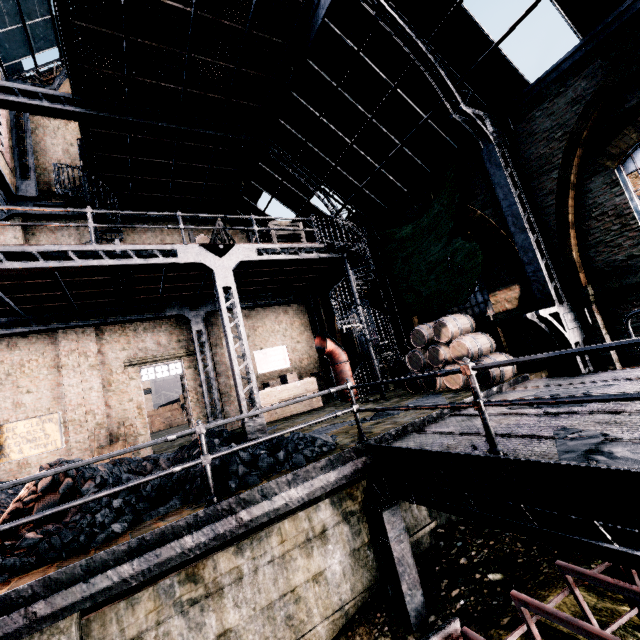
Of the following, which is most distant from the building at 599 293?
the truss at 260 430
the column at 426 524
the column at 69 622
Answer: the column at 69 622

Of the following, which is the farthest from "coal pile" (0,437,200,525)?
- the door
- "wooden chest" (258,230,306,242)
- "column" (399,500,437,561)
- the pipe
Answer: "wooden chest" (258,230,306,242)

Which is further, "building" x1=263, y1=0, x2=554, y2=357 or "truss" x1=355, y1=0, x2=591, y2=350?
"building" x1=263, y1=0, x2=554, y2=357

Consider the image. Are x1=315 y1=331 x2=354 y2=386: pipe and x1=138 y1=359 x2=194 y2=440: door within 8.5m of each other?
yes

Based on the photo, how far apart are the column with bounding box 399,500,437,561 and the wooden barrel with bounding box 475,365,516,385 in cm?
389

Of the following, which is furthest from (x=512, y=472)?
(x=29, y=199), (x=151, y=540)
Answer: (x=29, y=199)

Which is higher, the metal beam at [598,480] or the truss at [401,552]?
the metal beam at [598,480]

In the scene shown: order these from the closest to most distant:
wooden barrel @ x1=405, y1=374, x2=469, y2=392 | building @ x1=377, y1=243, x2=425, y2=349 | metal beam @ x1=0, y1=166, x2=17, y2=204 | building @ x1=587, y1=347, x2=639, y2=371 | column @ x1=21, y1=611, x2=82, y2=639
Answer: column @ x1=21, y1=611, x2=82, y2=639 < building @ x1=587, y1=347, x2=639, y2=371 < wooden barrel @ x1=405, y1=374, x2=469, y2=392 < metal beam @ x1=0, y1=166, x2=17, y2=204 < building @ x1=377, y1=243, x2=425, y2=349
